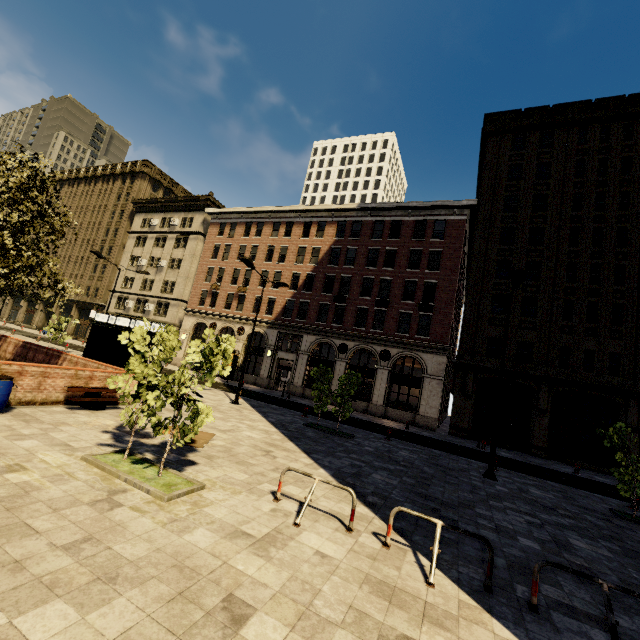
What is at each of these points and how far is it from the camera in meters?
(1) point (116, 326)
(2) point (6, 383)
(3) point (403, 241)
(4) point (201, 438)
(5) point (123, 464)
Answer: (1) atm, 14.1
(2) barrel, 8.3
(3) building, 30.3
(4) cardboard, 9.9
(5) tree, 6.6

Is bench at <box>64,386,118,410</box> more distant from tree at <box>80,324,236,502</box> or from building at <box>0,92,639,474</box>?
building at <box>0,92,639,474</box>

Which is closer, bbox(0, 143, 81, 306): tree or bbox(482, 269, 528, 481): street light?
bbox(0, 143, 81, 306): tree

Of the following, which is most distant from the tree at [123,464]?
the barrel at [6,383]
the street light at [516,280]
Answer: the street light at [516,280]

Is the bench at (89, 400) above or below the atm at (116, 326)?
below

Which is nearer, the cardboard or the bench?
the cardboard

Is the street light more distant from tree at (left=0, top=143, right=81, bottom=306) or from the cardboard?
the cardboard
